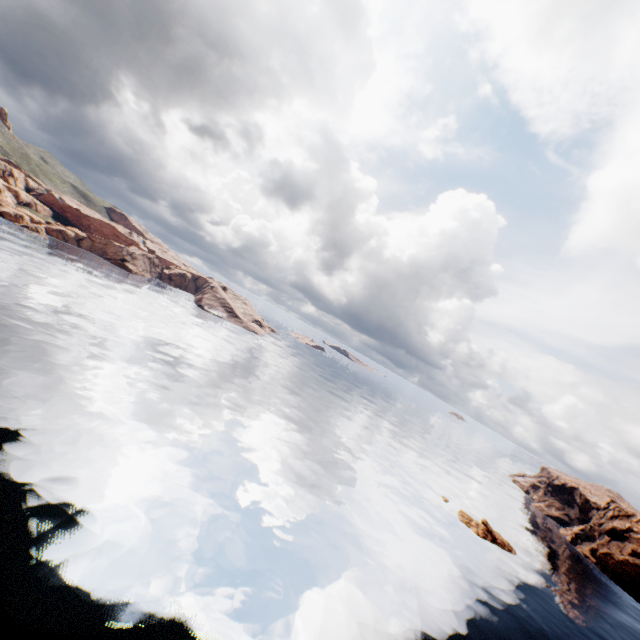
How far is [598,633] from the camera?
44.4m

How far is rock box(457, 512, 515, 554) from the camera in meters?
55.3

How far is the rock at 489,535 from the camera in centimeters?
5528cm
